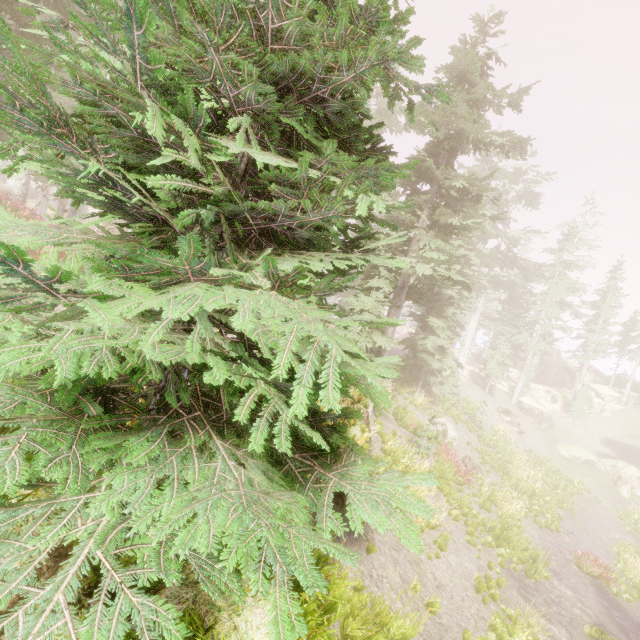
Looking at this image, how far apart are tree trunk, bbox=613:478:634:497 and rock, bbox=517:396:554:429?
7.7m

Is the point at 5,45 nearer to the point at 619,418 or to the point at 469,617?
the point at 469,617

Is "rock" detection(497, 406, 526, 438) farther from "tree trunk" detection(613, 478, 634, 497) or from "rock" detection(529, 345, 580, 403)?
"rock" detection(529, 345, 580, 403)

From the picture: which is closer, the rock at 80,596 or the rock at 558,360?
the rock at 80,596

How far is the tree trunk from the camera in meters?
26.0 m

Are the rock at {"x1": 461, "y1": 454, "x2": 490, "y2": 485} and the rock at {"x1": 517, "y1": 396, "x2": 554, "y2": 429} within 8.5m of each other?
no

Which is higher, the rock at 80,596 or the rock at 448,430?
the rock at 80,596

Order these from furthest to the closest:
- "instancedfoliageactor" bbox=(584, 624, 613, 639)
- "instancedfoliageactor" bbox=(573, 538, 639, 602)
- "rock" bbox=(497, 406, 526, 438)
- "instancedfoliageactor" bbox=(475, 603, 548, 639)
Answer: "rock" bbox=(497, 406, 526, 438)
"instancedfoliageactor" bbox=(573, 538, 639, 602)
"instancedfoliageactor" bbox=(584, 624, 613, 639)
"instancedfoliageactor" bbox=(475, 603, 548, 639)
